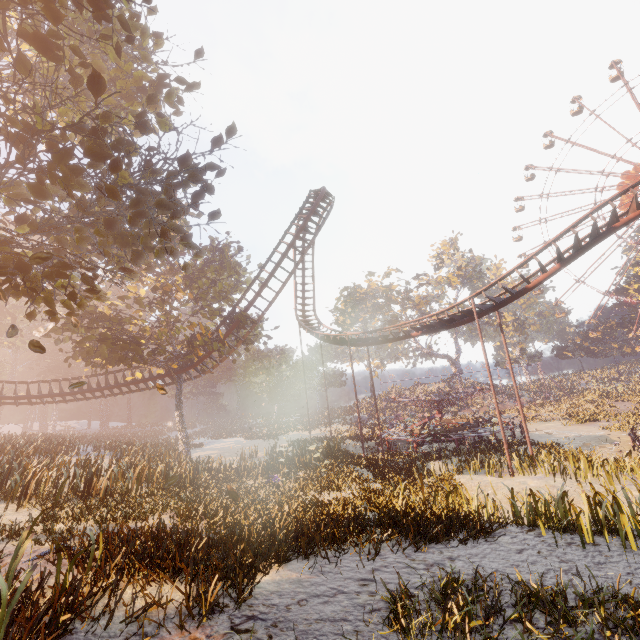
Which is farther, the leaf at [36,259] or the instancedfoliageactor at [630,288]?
the instancedfoliageactor at [630,288]

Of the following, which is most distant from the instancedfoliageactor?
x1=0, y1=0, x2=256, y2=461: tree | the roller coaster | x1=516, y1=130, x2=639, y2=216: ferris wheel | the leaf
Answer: the leaf

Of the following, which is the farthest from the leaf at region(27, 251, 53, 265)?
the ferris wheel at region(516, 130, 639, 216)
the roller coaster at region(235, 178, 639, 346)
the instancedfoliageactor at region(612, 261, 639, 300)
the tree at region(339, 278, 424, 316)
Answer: the ferris wheel at region(516, 130, 639, 216)

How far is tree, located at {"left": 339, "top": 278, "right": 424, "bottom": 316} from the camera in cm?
5497

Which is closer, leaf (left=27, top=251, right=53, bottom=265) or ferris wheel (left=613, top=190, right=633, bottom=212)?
leaf (left=27, top=251, right=53, bottom=265)

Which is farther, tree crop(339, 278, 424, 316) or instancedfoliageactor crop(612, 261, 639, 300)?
tree crop(339, 278, 424, 316)

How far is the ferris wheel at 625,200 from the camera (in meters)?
46.38

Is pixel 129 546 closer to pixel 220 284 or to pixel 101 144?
pixel 101 144
